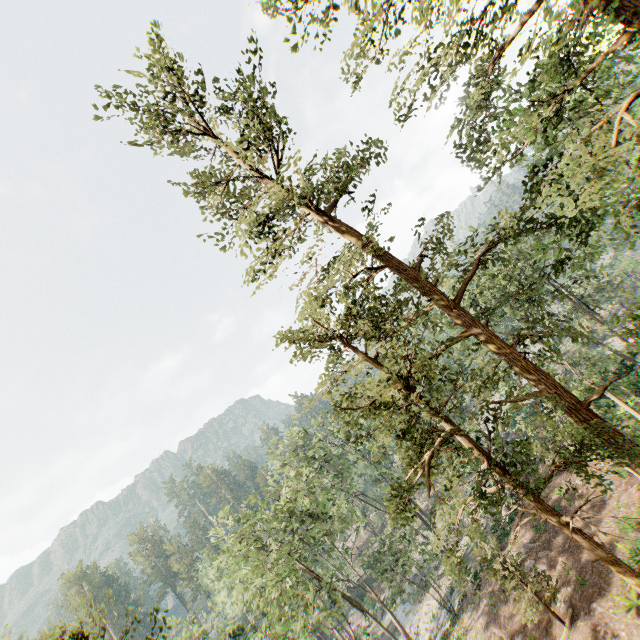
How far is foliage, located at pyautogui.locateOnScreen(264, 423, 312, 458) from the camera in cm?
3528

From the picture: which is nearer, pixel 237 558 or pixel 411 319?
pixel 411 319

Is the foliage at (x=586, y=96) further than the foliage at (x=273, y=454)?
No

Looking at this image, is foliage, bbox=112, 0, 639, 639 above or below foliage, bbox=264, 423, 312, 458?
below

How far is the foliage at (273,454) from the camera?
35.3 meters

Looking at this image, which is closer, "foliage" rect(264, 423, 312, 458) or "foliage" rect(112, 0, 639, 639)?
"foliage" rect(112, 0, 639, 639)
